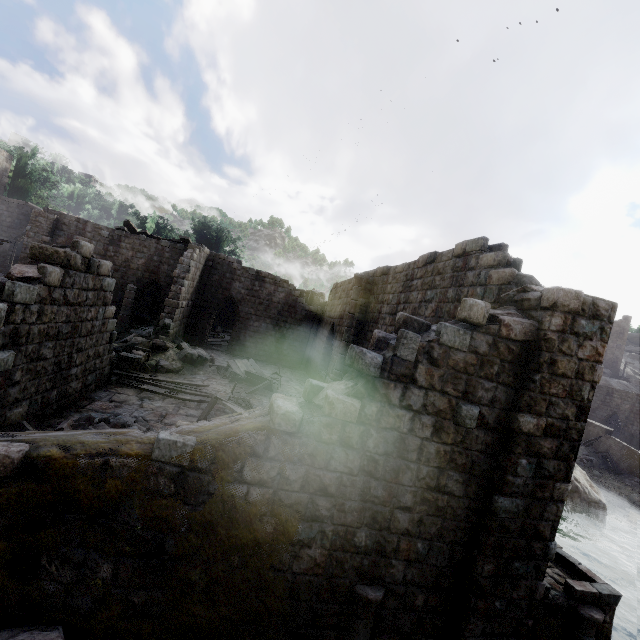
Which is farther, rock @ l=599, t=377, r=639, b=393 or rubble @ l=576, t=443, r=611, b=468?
rock @ l=599, t=377, r=639, b=393

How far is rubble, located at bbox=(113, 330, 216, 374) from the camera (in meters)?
14.29

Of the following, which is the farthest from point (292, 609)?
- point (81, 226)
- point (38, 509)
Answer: point (81, 226)

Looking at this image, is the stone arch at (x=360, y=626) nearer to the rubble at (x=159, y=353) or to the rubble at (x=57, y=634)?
the rubble at (x=57, y=634)

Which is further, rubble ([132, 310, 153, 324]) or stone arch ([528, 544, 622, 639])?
rubble ([132, 310, 153, 324])

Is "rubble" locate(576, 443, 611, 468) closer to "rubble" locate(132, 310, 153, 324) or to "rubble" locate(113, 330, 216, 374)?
"rubble" locate(113, 330, 216, 374)

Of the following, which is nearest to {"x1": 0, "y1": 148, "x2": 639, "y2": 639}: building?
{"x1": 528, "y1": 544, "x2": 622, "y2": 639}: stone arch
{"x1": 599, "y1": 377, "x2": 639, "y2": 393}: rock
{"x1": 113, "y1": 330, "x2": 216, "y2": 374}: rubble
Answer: {"x1": 113, "y1": 330, "x2": 216, "y2": 374}: rubble

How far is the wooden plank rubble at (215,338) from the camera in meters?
25.6 m
